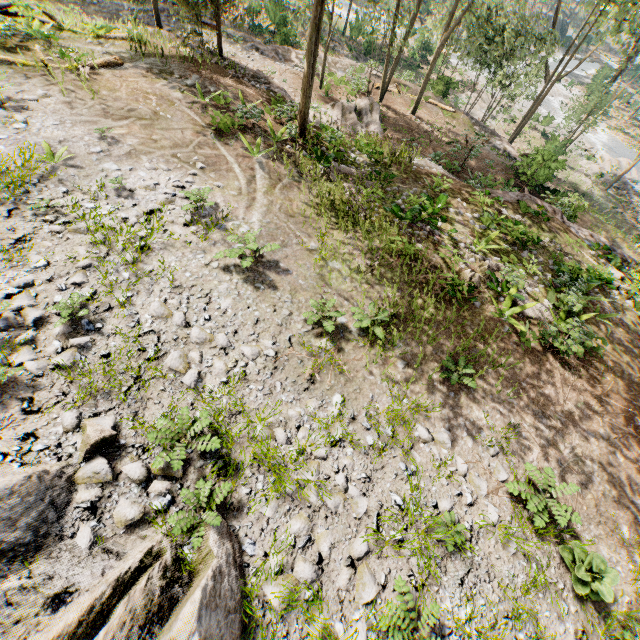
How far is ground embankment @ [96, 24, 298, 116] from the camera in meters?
16.2

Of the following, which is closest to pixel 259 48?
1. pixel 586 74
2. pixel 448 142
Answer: pixel 448 142

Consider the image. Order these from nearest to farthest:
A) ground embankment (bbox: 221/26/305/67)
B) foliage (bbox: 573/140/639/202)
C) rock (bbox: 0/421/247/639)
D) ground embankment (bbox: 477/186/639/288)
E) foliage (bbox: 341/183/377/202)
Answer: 1. rock (bbox: 0/421/247/639)
2. foliage (bbox: 341/183/377/202)
3. ground embankment (bbox: 477/186/639/288)
4. ground embankment (bbox: 221/26/305/67)
5. foliage (bbox: 573/140/639/202)

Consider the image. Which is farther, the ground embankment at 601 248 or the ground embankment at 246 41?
the ground embankment at 246 41

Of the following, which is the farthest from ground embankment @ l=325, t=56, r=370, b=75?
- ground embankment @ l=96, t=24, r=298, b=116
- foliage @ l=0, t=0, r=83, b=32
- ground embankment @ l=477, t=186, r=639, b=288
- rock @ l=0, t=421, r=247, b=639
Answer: rock @ l=0, t=421, r=247, b=639

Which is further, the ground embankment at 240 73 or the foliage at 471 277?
the ground embankment at 240 73

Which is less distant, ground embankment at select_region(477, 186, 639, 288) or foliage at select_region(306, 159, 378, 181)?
foliage at select_region(306, 159, 378, 181)

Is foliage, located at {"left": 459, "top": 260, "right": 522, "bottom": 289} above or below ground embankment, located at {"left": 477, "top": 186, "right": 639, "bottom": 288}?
above
